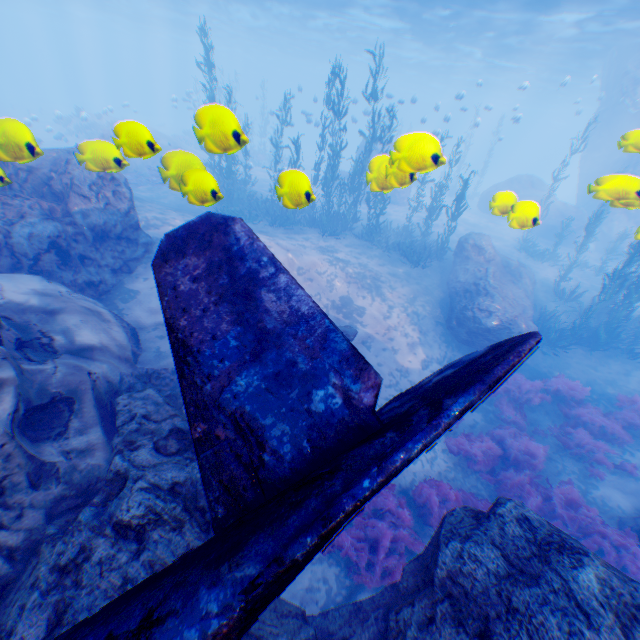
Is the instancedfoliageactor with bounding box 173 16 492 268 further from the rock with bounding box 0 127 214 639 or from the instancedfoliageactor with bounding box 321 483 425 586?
the instancedfoliageactor with bounding box 321 483 425 586

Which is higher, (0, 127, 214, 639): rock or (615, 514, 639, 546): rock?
(0, 127, 214, 639): rock

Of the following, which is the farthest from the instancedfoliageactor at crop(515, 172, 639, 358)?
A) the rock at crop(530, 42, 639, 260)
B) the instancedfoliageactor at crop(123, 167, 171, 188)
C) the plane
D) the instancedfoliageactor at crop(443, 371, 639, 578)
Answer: the instancedfoliageactor at crop(123, 167, 171, 188)

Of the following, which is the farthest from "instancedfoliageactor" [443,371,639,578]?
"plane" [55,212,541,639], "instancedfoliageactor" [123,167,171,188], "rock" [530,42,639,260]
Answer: "instancedfoliageactor" [123,167,171,188]

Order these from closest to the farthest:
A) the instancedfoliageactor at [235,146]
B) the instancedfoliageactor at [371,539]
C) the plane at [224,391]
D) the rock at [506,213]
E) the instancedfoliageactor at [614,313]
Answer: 1. the plane at [224,391]
2. the instancedfoliageactor at [235,146]
3. the rock at [506,213]
4. the instancedfoliageactor at [371,539]
5. the instancedfoliageactor at [614,313]

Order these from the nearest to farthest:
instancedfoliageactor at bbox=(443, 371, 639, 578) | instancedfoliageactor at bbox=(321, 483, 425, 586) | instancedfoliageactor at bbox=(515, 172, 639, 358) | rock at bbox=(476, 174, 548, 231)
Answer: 1. rock at bbox=(476, 174, 548, 231)
2. instancedfoliageactor at bbox=(321, 483, 425, 586)
3. instancedfoliageactor at bbox=(443, 371, 639, 578)
4. instancedfoliageactor at bbox=(515, 172, 639, 358)

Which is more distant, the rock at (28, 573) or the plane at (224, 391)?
the rock at (28, 573)

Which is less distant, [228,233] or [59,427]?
[228,233]
